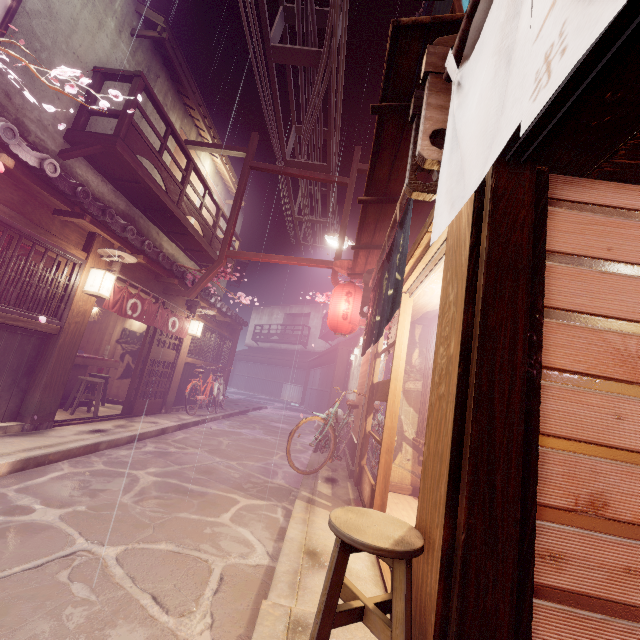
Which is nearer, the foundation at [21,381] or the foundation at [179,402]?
the foundation at [21,381]

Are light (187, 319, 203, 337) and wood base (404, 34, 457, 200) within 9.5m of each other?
no

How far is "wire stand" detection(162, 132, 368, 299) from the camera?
14.3 meters

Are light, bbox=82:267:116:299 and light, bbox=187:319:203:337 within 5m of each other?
no

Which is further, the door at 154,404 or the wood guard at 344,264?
the door at 154,404

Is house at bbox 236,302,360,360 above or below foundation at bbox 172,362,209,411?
above

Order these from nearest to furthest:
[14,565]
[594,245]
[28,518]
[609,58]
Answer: [609,58]
[594,245]
[14,565]
[28,518]

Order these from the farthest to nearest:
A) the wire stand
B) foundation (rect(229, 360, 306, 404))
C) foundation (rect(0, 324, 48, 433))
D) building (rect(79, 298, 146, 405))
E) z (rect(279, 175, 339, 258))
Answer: foundation (rect(229, 360, 306, 404)), z (rect(279, 175, 339, 258)), building (rect(79, 298, 146, 405)), the wire stand, foundation (rect(0, 324, 48, 433))
